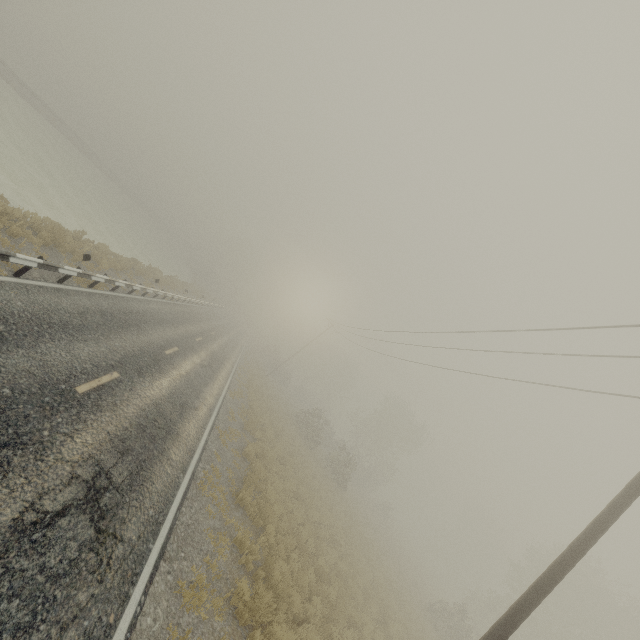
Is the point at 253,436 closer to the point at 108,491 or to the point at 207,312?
the point at 108,491

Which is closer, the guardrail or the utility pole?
the utility pole

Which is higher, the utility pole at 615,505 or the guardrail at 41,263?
the utility pole at 615,505

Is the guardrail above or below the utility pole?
below

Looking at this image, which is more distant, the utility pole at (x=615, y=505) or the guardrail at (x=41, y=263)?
the guardrail at (x=41, y=263)
